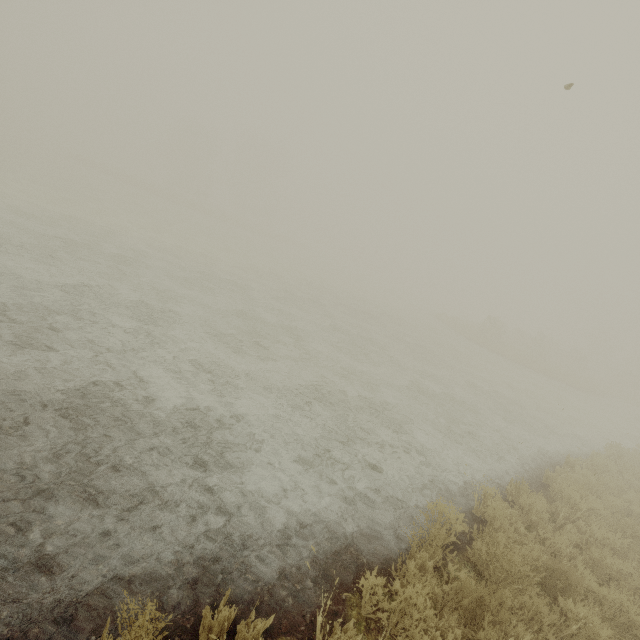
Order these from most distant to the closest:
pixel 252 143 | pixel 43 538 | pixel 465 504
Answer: pixel 252 143 → pixel 465 504 → pixel 43 538
